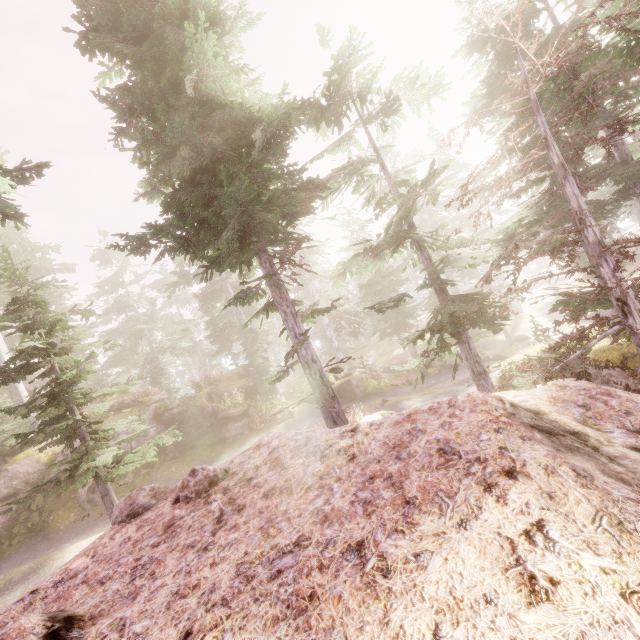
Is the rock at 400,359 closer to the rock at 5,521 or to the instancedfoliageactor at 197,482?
the instancedfoliageactor at 197,482

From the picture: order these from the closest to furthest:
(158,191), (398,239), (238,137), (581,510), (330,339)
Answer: (581,510), (238,137), (158,191), (398,239), (330,339)

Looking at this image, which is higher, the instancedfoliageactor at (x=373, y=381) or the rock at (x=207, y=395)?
the rock at (x=207, y=395)

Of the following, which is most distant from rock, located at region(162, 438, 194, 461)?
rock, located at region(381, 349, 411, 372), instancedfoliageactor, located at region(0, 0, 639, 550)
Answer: rock, located at region(381, 349, 411, 372)

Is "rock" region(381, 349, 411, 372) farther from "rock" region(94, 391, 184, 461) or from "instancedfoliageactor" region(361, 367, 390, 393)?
"rock" region(94, 391, 184, 461)
